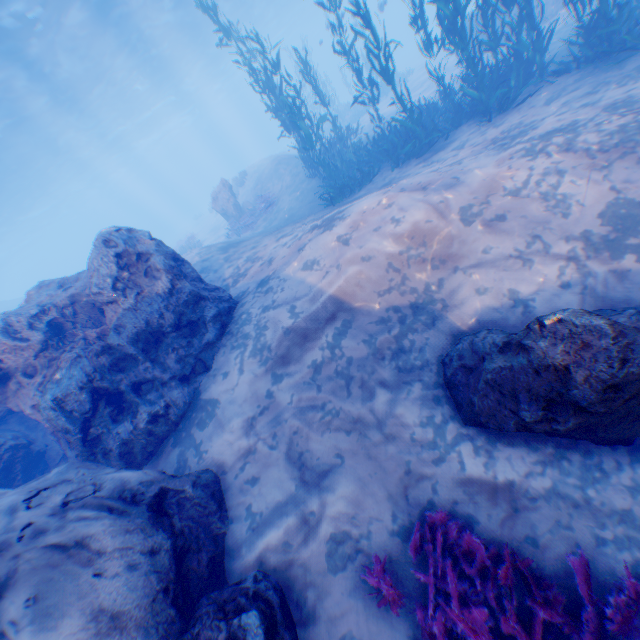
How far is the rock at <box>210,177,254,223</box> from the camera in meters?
18.1 m

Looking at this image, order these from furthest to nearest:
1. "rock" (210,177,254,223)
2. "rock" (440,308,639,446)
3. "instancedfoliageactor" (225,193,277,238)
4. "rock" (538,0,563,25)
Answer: "rock" (210,177,254,223)
"instancedfoliageactor" (225,193,277,238)
"rock" (538,0,563,25)
"rock" (440,308,639,446)

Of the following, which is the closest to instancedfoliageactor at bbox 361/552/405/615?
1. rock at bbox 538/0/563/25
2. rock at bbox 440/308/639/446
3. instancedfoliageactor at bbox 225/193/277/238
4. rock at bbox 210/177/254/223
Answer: rock at bbox 538/0/563/25

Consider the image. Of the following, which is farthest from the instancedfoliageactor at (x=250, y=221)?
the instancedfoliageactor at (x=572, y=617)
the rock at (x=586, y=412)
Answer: the instancedfoliageactor at (x=572, y=617)

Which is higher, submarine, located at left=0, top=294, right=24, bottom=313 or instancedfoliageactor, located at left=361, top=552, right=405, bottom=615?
submarine, located at left=0, top=294, right=24, bottom=313

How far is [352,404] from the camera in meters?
4.8

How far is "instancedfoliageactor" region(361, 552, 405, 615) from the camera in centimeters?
340cm

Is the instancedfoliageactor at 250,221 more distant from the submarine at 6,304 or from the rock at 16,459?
the submarine at 6,304
